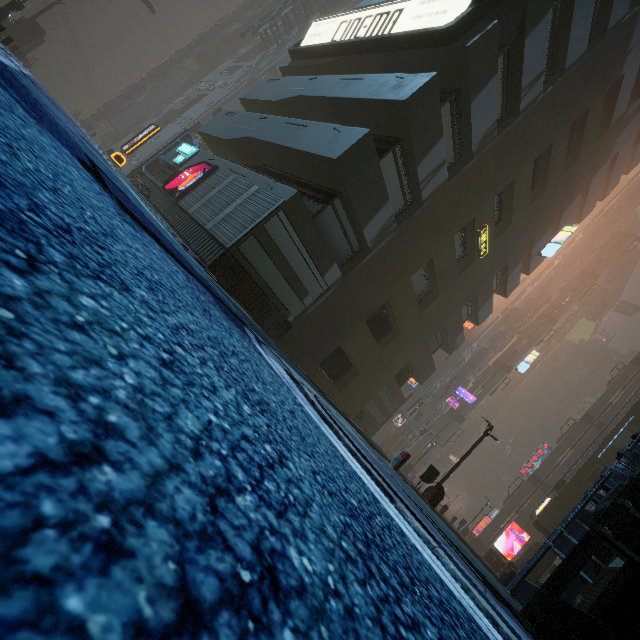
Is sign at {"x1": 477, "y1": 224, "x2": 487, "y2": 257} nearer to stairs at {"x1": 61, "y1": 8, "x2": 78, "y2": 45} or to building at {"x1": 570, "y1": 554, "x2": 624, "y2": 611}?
building at {"x1": 570, "y1": 554, "x2": 624, "y2": 611}

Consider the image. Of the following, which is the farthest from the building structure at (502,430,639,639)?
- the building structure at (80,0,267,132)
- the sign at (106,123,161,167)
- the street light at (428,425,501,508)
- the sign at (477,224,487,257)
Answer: the building structure at (80,0,267,132)

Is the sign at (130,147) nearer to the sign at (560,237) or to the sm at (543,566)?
the sign at (560,237)

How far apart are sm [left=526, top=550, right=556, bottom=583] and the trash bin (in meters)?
11.93

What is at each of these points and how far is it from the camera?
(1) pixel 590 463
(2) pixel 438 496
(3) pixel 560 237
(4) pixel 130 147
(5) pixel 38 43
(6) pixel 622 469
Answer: (1) building, 20.28m
(2) street light, 12.53m
(3) sign, 22.00m
(4) sign, 18.45m
(5) building, 34.97m
(6) building structure, 7.48m

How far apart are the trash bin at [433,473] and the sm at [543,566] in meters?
11.9 m

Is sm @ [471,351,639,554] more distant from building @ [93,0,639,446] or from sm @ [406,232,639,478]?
sm @ [406,232,639,478]

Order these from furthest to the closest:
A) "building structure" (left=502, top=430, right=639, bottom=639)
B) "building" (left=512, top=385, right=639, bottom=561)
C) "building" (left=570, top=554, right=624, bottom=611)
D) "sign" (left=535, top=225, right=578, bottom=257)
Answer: "sign" (left=535, top=225, right=578, bottom=257) < "building" (left=512, top=385, right=639, bottom=561) < "building" (left=570, top=554, right=624, bottom=611) < "building structure" (left=502, top=430, right=639, bottom=639)
